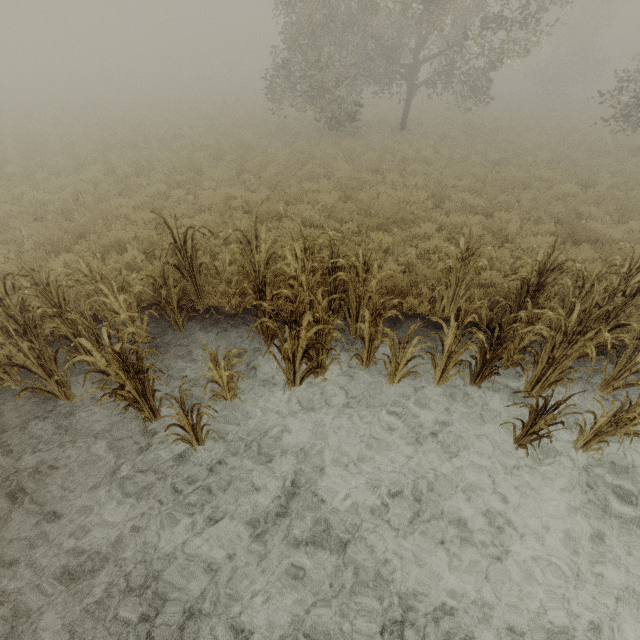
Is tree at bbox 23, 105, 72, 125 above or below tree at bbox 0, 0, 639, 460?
above

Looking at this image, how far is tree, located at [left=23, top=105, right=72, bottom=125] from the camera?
21.55m

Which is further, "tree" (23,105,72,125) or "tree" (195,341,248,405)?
"tree" (23,105,72,125)

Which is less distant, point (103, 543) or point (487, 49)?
point (103, 543)

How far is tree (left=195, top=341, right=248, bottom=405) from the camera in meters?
4.1

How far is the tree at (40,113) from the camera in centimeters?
2155cm

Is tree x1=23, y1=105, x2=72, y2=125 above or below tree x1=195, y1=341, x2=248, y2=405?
above

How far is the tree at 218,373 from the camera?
4.1 meters
